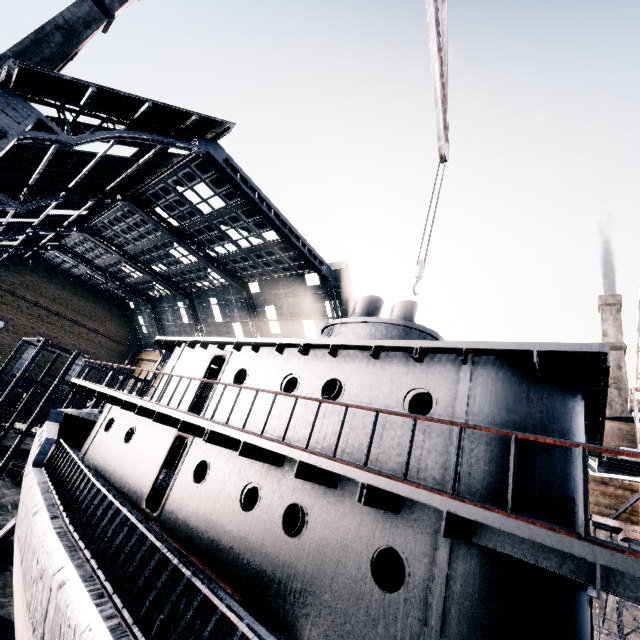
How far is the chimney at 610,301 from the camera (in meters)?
42.19

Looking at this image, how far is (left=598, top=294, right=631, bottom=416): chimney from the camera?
42.2 meters

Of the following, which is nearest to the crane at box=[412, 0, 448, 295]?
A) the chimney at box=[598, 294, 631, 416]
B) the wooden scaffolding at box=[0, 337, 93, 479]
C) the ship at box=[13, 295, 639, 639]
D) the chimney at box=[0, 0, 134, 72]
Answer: the ship at box=[13, 295, 639, 639]

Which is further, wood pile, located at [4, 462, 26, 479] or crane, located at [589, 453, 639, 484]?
wood pile, located at [4, 462, 26, 479]

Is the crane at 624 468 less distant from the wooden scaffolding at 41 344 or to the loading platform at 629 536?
the loading platform at 629 536

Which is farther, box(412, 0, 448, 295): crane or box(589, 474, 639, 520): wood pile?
box(412, 0, 448, 295): crane

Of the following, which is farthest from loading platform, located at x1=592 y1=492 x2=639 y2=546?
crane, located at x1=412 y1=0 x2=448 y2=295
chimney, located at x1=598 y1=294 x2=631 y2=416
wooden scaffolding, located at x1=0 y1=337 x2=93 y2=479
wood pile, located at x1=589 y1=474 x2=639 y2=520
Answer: chimney, located at x1=598 y1=294 x2=631 y2=416

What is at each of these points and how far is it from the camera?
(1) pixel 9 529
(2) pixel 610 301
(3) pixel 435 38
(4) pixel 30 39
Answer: (1) wooden scaffolding, 14.6 meters
(2) chimney, 48.3 meters
(3) crane, 11.7 meters
(4) chimney, 35.3 meters
